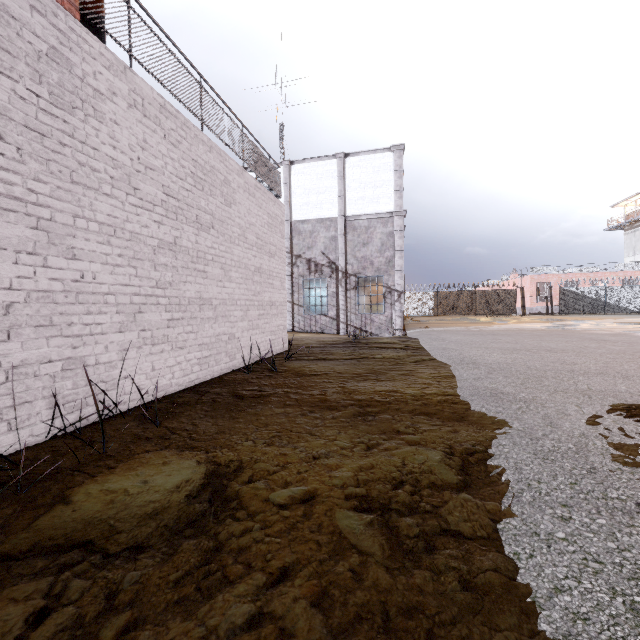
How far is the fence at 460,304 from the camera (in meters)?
34.56

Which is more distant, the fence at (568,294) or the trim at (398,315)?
the fence at (568,294)

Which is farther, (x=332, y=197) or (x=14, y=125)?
(x=332, y=197)

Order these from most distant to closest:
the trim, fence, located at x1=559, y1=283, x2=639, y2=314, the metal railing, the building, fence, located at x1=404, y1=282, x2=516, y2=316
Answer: the building < fence, located at x1=404, y1=282, x2=516, y2=316 < fence, located at x1=559, y1=283, x2=639, y2=314 < the trim < the metal railing

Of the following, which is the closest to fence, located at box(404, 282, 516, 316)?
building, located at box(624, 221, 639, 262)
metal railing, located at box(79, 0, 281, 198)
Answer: metal railing, located at box(79, 0, 281, 198)

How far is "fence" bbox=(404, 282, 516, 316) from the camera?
34.6 meters

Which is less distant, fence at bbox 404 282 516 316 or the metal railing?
the metal railing

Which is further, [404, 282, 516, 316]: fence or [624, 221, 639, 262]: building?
[624, 221, 639, 262]: building
